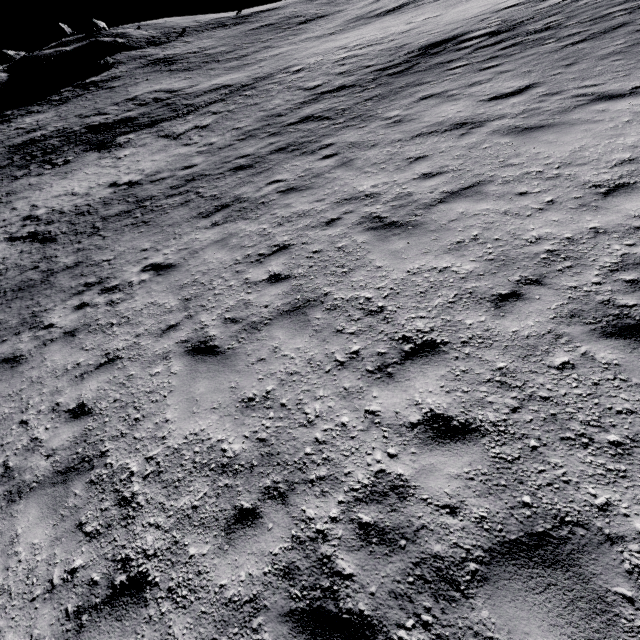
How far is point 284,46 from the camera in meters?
31.7 m
